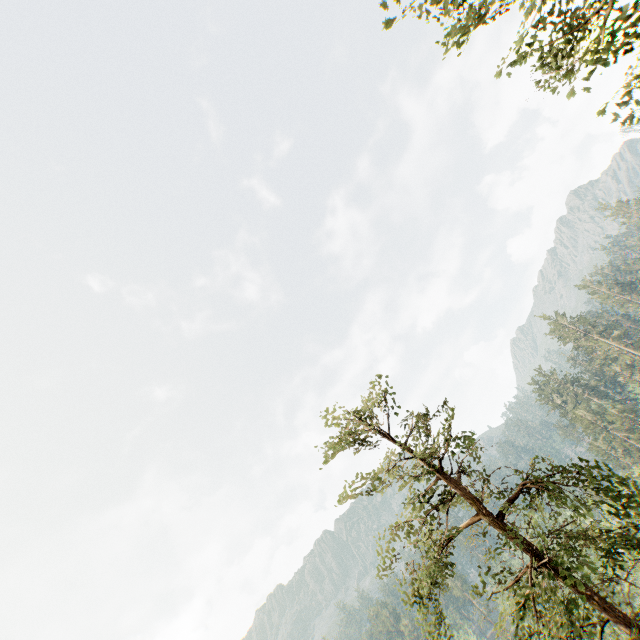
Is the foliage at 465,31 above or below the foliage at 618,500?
above

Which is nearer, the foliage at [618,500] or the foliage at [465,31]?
the foliage at [465,31]

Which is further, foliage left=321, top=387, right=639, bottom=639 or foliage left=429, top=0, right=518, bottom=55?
foliage left=321, top=387, right=639, bottom=639

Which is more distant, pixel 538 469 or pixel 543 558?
pixel 538 469

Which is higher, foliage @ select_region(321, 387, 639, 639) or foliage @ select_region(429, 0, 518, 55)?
foliage @ select_region(429, 0, 518, 55)
